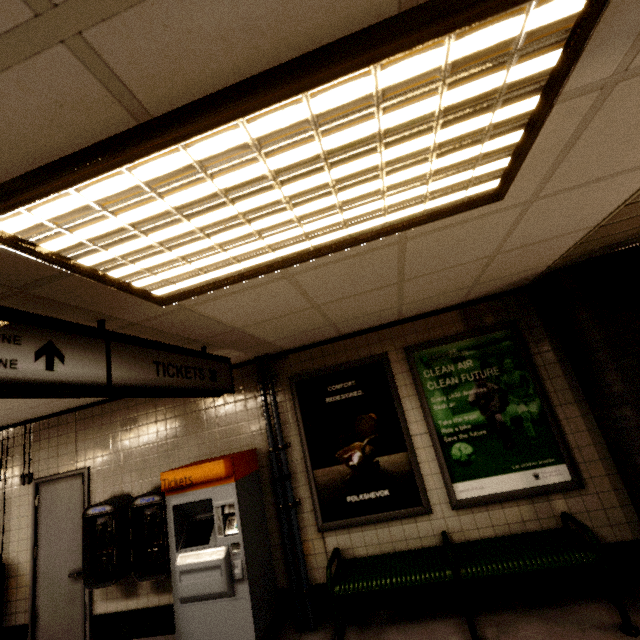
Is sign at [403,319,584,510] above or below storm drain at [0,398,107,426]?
below

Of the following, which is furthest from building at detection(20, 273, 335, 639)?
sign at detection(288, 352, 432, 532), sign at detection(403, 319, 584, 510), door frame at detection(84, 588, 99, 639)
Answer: door frame at detection(84, 588, 99, 639)

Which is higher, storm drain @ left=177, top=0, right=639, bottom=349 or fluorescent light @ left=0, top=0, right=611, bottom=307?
storm drain @ left=177, top=0, right=639, bottom=349

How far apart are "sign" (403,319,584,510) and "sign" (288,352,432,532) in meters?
0.2

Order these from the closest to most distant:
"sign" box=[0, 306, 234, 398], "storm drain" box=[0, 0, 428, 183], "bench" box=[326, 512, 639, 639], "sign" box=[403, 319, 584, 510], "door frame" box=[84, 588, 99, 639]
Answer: "storm drain" box=[0, 0, 428, 183]
"sign" box=[0, 306, 234, 398]
"bench" box=[326, 512, 639, 639]
"sign" box=[403, 319, 584, 510]
"door frame" box=[84, 588, 99, 639]

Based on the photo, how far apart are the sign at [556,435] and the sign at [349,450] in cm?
19

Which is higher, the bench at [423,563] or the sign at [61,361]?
the sign at [61,361]

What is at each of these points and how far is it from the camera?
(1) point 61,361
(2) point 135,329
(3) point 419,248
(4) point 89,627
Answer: (1) sign, 1.7 meters
(2) storm drain, 2.4 meters
(3) storm drain, 2.1 meters
(4) door frame, 4.0 meters
